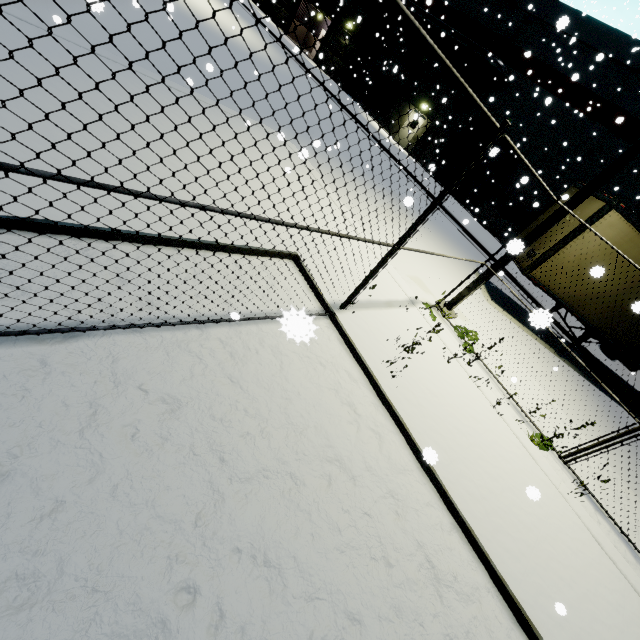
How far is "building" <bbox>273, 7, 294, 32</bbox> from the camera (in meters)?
34.53

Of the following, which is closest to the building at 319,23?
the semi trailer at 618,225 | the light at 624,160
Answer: the semi trailer at 618,225

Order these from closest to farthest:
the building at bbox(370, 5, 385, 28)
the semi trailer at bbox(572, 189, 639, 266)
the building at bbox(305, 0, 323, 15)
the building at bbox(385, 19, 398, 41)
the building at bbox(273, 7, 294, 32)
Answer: the semi trailer at bbox(572, 189, 639, 266)
the building at bbox(385, 19, 398, 41)
the building at bbox(370, 5, 385, 28)
the building at bbox(305, 0, 323, 15)
the building at bbox(273, 7, 294, 32)

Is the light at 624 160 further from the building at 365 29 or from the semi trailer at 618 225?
the building at 365 29

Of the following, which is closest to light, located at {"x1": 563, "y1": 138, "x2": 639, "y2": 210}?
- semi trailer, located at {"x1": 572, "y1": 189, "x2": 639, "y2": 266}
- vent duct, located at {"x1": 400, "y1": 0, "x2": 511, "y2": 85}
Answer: semi trailer, located at {"x1": 572, "y1": 189, "x2": 639, "y2": 266}

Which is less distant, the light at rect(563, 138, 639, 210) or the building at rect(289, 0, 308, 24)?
the light at rect(563, 138, 639, 210)

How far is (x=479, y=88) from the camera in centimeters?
2223cm
